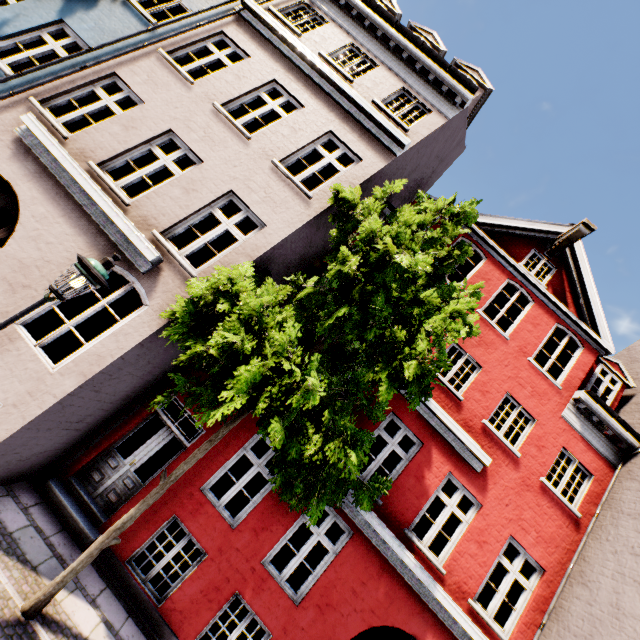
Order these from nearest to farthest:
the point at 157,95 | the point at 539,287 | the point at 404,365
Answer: the point at 404,365
the point at 157,95
the point at 539,287

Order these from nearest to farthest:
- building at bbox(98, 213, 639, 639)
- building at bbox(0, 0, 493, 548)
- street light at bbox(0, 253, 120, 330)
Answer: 1. street light at bbox(0, 253, 120, 330)
2. building at bbox(0, 0, 493, 548)
3. building at bbox(98, 213, 639, 639)

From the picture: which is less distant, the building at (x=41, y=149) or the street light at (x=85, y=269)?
the street light at (x=85, y=269)

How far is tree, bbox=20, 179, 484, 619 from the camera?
4.10m

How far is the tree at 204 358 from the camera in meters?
4.1 m

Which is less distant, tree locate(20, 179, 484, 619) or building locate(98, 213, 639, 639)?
tree locate(20, 179, 484, 619)

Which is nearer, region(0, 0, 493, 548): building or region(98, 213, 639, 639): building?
region(0, 0, 493, 548): building
